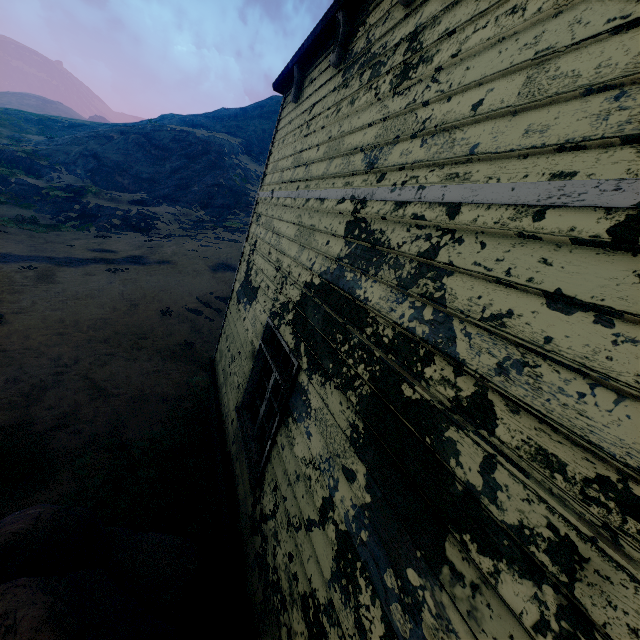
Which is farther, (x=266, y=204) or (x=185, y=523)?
(x=266, y=204)

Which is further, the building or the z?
the z

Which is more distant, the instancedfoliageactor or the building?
the instancedfoliageactor

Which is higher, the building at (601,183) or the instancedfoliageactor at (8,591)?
the building at (601,183)

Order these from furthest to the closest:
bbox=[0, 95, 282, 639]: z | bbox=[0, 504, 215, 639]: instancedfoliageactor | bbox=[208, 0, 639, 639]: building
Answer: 1. bbox=[0, 95, 282, 639]: z
2. bbox=[0, 504, 215, 639]: instancedfoliageactor
3. bbox=[208, 0, 639, 639]: building

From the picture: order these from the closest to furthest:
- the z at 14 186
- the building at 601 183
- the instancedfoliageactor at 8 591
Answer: the building at 601 183
the instancedfoliageactor at 8 591
the z at 14 186

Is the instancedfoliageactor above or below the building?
below

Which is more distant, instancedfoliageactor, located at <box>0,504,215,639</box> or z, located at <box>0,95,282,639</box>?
z, located at <box>0,95,282,639</box>
